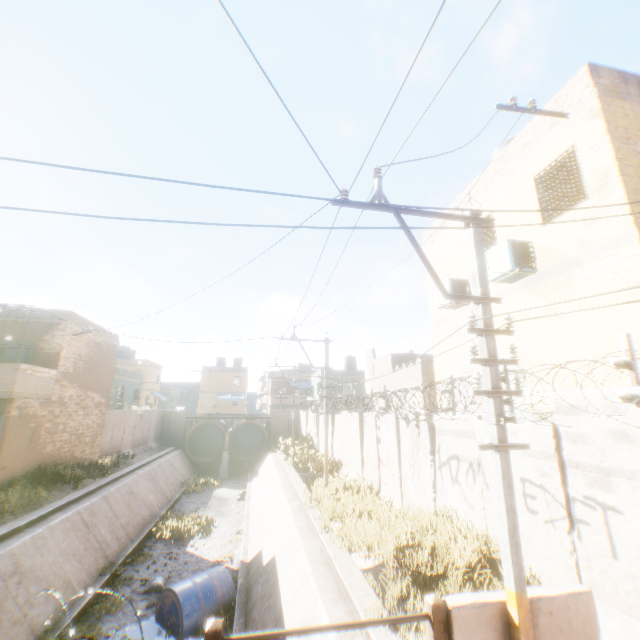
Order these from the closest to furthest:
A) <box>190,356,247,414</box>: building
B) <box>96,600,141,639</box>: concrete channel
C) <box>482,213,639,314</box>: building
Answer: <box>482,213,639,314</box>: building
<box>96,600,141,639</box>: concrete channel
<box>190,356,247,414</box>: building

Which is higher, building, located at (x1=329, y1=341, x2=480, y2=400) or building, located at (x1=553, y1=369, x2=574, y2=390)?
building, located at (x1=329, y1=341, x2=480, y2=400)

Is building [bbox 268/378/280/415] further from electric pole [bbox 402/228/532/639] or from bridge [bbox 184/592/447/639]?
electric pole [bbox 402/228/532/639]

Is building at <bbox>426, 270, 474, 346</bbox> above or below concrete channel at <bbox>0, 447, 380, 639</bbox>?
above

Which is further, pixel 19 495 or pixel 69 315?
pixel 69 315

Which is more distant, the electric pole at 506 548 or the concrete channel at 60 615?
the concrete channel at 60 615

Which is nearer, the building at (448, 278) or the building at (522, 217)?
the building at (522, 217)

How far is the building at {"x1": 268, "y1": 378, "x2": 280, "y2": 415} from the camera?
46.4 meters
